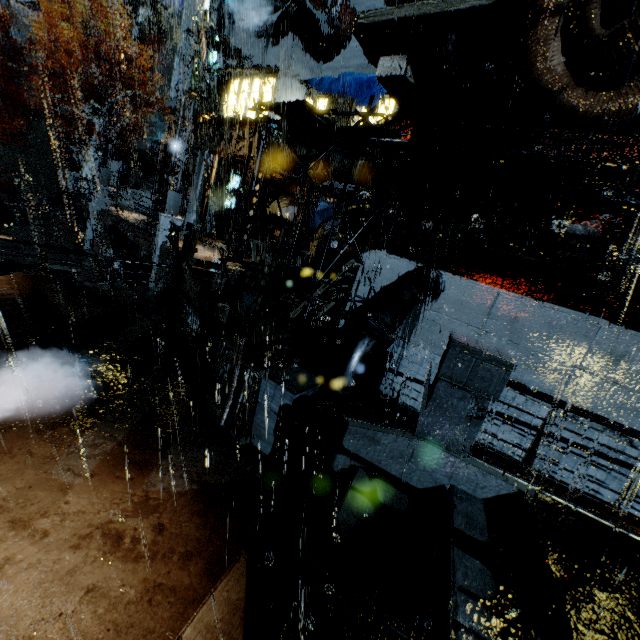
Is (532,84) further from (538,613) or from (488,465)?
(538,613)

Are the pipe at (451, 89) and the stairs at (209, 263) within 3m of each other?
no

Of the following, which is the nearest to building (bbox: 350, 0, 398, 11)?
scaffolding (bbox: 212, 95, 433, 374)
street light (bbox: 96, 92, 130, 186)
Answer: scaffolding (bbox: 212, 95, 433, 374)

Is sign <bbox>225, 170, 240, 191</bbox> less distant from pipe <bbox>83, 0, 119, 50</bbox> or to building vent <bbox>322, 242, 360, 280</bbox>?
building vent <bbox>322, 242, 360, 280</bbox>

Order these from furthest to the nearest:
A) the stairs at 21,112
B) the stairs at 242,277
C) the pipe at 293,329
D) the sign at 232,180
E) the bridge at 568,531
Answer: the sign at 232,180 < the stairs at 21,112 < the stairs at 242,277 < the pipe at 293,329 < the bridge at 568,531

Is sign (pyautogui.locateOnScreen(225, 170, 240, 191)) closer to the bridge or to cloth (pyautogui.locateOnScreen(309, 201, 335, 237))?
cloth (pyautogui.locateOnScreen(309, 201, 335, 237))

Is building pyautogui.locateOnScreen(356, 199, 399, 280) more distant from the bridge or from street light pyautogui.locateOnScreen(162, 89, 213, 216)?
street light pyautogui.locateOnScreen(162, 89, 213, 216)

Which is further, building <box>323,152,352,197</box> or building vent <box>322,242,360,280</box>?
building <box>323,152,352,197</box>
